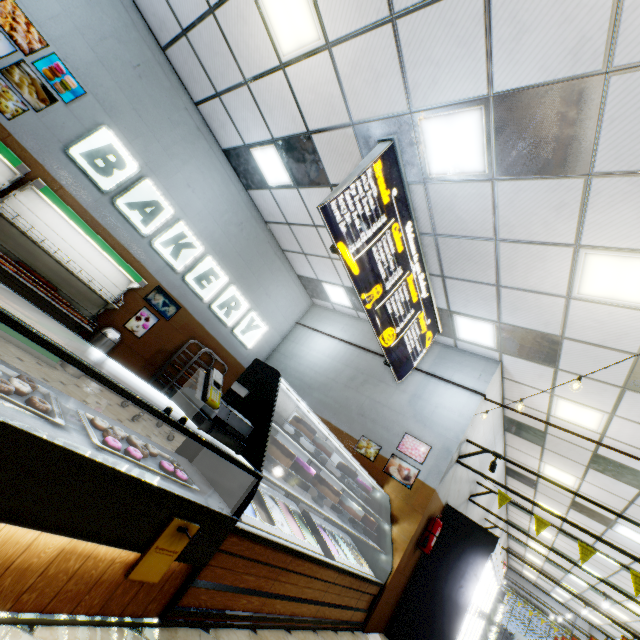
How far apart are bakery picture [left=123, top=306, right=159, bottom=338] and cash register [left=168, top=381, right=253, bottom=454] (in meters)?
4.82

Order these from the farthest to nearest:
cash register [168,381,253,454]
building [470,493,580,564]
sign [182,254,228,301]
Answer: building [470,493,580,564] → sign [182,254,228,301] → cash register [168,381,253,454]

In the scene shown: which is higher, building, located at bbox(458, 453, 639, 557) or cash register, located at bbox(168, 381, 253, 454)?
building, located at bbox(458, 453, 639, 557)

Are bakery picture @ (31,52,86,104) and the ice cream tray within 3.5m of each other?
no

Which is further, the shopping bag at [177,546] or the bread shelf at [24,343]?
the bread shelf at [24,343]

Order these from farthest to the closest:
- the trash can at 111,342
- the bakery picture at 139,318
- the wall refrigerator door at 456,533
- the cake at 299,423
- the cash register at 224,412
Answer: the bakery picture at 139,318 → the trash can at 111,342 → the wall refrigerator door at 456,533 → the cake at 299,423 → the cash register at 224,412

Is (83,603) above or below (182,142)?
below

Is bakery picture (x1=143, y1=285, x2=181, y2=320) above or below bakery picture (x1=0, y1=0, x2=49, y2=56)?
below
